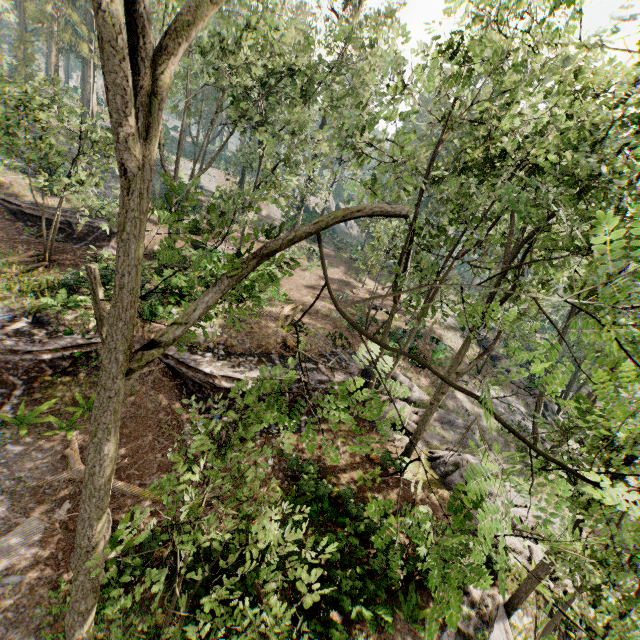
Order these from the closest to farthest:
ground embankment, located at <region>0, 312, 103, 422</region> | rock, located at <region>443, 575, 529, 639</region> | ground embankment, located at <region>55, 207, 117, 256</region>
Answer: rock, located at <region>443, 575, 529, 639</region> < ground embankment, located at <region>0, 312, 103, 422</region> < ground embankment, located at <region>55, 207, 117, 256</region>

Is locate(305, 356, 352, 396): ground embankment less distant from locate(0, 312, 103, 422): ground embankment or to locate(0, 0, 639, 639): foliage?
locate(0, 0, 639, 639): foliage

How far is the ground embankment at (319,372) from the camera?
16.64m

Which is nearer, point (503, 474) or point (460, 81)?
point (503, 474)

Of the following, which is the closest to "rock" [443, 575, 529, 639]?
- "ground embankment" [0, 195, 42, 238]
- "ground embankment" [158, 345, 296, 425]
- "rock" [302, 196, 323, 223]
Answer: "ground embankment" [158, 345, 296, 425]

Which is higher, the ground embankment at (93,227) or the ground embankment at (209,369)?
the ground embankment at (93,227)

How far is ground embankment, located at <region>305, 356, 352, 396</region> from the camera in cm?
1664

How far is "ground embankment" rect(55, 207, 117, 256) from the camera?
22.2 meters
